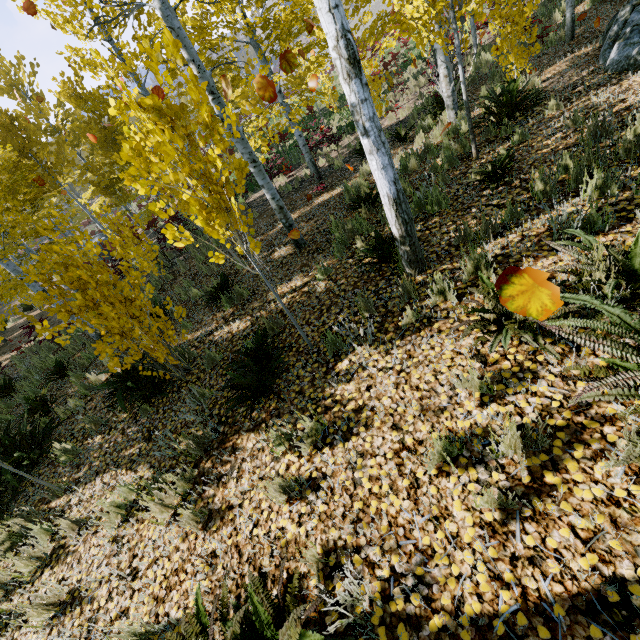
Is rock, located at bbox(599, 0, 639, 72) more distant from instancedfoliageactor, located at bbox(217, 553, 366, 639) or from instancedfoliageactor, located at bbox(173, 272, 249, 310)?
instancedfoliageactor, located at bbox(173, 272, 249, 310)

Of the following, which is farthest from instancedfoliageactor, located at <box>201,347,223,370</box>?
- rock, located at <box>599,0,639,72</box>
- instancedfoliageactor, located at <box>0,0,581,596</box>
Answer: rock, located at <box>599,0,639,72</box>

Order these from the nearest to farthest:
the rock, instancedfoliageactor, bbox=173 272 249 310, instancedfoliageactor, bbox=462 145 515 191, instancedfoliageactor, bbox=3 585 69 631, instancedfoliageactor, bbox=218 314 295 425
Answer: instancedfoliageactor, bbox=3 585 69 631
instancedfoliageactor, bbox=218 314 295 425
instancedfoliageactor, bbox=462 145 515 191
the rock
instancedfoliageactor, bbox=173 272 249 310

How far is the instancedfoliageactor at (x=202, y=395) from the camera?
4.0 meters

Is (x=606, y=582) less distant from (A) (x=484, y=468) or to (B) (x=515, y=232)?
(A) (x=484, y=468)

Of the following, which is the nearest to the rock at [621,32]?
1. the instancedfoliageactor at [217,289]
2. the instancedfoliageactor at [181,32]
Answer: the instancedfoliageactor at [181,32]

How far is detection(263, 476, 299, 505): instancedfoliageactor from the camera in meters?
2.7 m
